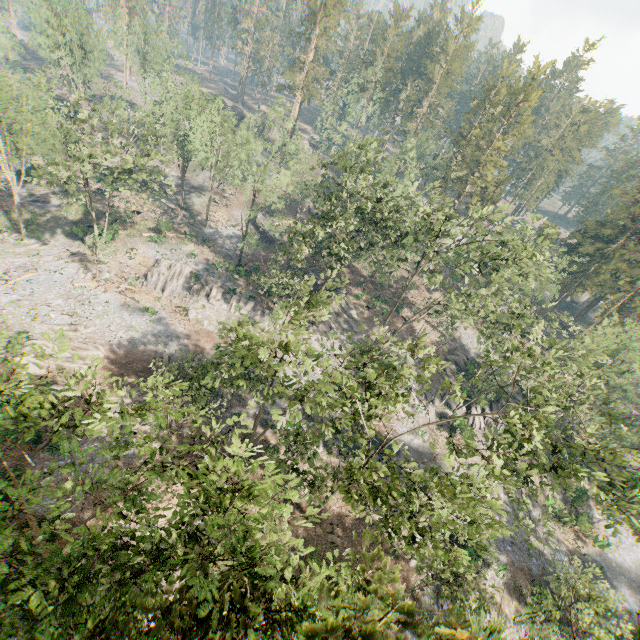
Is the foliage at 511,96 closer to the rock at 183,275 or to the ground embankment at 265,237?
the rock at 183,275

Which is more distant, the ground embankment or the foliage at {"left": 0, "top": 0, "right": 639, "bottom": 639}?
the ground embankment

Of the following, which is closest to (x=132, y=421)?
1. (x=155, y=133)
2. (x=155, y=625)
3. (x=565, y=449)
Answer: (x=155, y=625)

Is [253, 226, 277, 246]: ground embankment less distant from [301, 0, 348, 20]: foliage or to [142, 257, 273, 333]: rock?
[142, 257, 273, 333]: rock

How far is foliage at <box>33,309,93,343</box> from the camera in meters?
14.3 m

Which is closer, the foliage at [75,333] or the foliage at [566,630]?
the foliage at [75,333]

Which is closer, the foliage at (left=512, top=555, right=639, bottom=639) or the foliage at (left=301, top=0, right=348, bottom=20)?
the foliage at (left=512, top=555, right=639, bottom=639)
